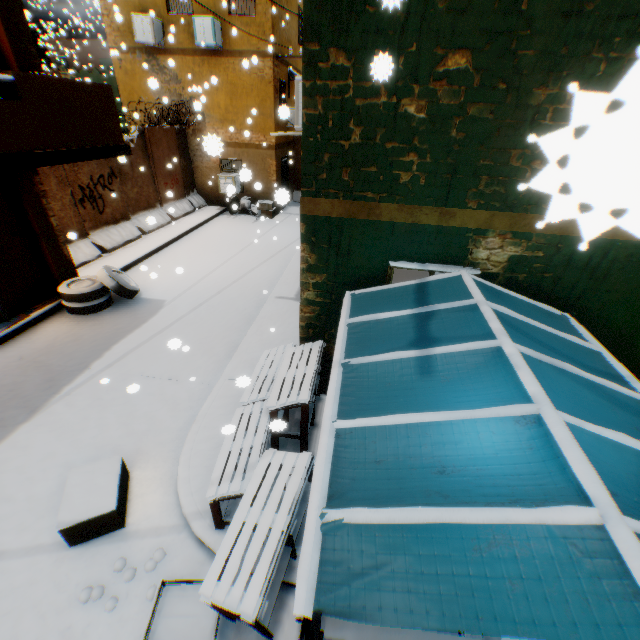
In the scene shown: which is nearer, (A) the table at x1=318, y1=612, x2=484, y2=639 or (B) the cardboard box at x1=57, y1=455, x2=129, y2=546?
(A) the table at x1=318, y1=612, x2=484, y2=639

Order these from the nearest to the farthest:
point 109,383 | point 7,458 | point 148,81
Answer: point 7,458
point 109,383
point 148,81

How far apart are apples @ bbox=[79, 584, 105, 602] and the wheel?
6.0m

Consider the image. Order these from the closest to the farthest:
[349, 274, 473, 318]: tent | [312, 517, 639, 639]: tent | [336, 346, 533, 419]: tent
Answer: [312, 517, 639, 639]: tent → [336, 346, 533, 419]: tent → [349, 274, 473, 318]: tent

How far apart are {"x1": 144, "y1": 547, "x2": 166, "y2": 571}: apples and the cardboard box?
0.5m

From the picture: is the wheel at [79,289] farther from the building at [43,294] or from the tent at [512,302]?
the tent at [512,302]

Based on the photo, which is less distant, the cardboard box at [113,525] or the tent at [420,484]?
the tent at [420,484]

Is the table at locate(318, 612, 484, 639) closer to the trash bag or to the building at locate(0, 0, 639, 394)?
the building at locate(0, 0, 639, 394)
